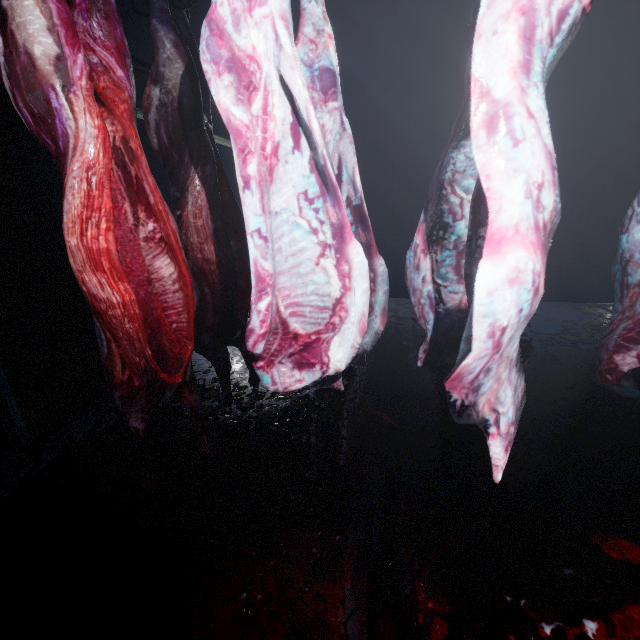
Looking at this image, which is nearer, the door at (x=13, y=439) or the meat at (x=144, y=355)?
the meat at (x=144, y=355)

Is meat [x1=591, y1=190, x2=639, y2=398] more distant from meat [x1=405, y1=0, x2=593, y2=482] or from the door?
the door

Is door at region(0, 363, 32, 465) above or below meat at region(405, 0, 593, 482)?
below

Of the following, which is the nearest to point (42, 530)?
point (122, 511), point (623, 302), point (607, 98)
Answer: point (122, 511)

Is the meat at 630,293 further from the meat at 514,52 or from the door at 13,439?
the door at 13,439

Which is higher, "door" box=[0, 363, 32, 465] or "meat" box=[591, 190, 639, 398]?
"meat" box=[591, 190, 639, 398]

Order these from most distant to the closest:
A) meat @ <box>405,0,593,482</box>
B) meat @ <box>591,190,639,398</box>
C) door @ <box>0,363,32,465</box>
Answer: door @ <box>0,363,32,465</box>, meat @ <box>591,190,639,398</box>, meat @ <box>405,0,593,482</box>

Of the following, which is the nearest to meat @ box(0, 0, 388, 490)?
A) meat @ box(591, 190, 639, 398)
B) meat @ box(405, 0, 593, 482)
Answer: meat @ box(405, 0, 593, 482)
